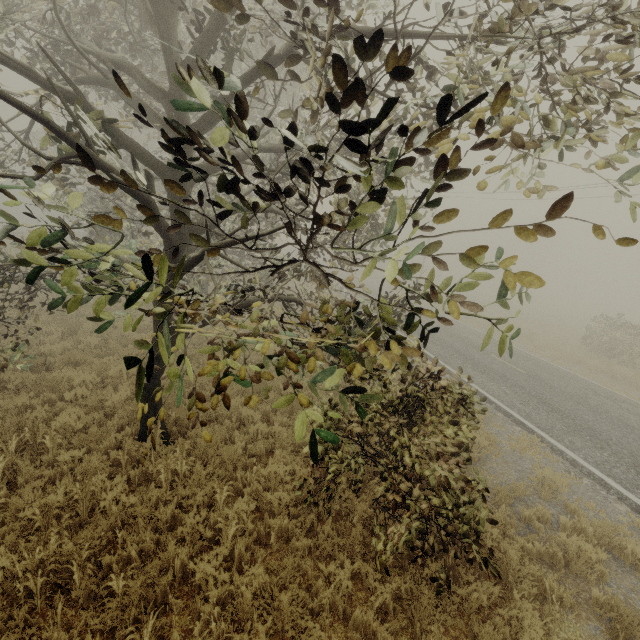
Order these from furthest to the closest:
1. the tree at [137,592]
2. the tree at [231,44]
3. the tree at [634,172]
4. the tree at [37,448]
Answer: the tree at [37,448]
the tree at [137,592]
the tree at [634,172]
the tree at [231,44]

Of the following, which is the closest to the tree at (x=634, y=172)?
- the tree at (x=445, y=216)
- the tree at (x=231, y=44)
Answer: the tree at (x=445, y=216)

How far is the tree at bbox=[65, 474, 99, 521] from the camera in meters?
5.0

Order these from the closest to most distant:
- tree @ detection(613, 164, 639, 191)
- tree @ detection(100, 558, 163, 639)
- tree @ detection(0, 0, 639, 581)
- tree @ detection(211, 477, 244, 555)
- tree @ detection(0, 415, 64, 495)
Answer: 1. tree @ detection(0, 0, 639, 581)
2. tree @ detection(613, 164, 639, 191)
3. tree @ detection(100, 558, 163, 639)
4. tree @ detection(211, 477, 244, 555)
5. tree @ detection(0, 415, 64, 495)

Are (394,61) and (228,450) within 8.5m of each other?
yes

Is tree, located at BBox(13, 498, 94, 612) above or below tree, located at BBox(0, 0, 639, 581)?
below

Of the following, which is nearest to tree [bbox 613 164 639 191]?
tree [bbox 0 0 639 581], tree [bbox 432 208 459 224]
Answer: tree [bbox 432 208 459 224]
